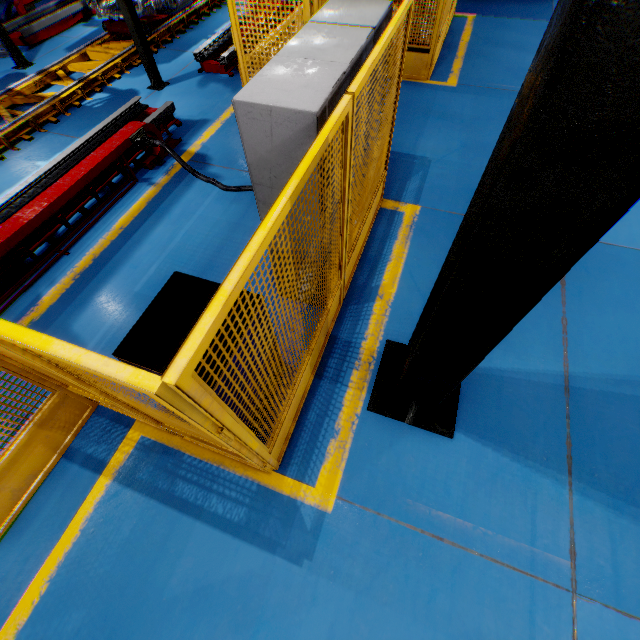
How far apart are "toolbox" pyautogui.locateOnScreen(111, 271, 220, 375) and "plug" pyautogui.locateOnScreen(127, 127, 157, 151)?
3.5m

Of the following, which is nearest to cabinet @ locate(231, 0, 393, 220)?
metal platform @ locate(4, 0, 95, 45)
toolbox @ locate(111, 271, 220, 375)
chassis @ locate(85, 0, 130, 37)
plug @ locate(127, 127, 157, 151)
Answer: toolbox @ locate(111, 271, 220, 375)

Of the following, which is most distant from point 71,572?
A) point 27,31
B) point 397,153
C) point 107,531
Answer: point 27,31

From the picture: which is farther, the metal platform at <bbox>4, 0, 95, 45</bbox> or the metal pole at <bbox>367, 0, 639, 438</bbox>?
the metal platform at <bbox>4, 0, 95, 45</bbox>

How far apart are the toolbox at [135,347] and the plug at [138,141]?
3.5m

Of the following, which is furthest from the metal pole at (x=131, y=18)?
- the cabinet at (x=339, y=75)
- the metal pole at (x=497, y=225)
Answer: the metal pole at (x=497, y=225)

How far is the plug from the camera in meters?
Answer: 4.9

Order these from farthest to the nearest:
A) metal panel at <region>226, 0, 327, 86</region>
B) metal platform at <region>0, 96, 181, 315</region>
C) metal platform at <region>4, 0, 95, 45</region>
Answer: metal platform at <region>4, 0, 95, 45</region>
metal platform at <region>0, 96, 181, 315</region>
metal panel at <region>226, 0, 327, 86</region>
